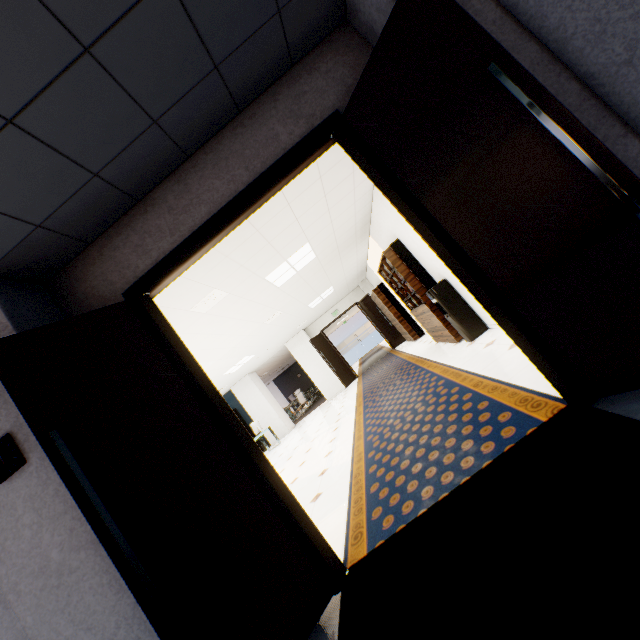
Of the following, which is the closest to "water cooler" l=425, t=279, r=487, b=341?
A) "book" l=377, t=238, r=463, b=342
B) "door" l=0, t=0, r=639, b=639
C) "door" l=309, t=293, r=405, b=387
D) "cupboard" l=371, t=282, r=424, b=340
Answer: "book" l=377, t=238, r=463, b=342

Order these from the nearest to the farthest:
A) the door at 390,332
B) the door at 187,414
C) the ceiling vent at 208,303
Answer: the door at 187,414 → the ceiling vent at 208,303 → the door at 390,332

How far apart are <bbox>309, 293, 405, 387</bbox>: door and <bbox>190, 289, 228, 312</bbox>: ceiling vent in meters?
8.3 m

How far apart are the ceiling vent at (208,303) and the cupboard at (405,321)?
6.68m

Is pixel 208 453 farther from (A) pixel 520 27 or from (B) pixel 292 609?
(A) pixel 520 27

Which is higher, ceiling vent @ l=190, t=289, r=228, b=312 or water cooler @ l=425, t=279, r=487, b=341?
ceiling vent @ l=190, t=289, r=228, b=312

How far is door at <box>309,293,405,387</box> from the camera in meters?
13.0 m

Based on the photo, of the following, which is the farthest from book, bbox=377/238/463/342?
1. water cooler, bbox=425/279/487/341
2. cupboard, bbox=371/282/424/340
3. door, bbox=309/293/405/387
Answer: door, bbox=309/293/405/387
